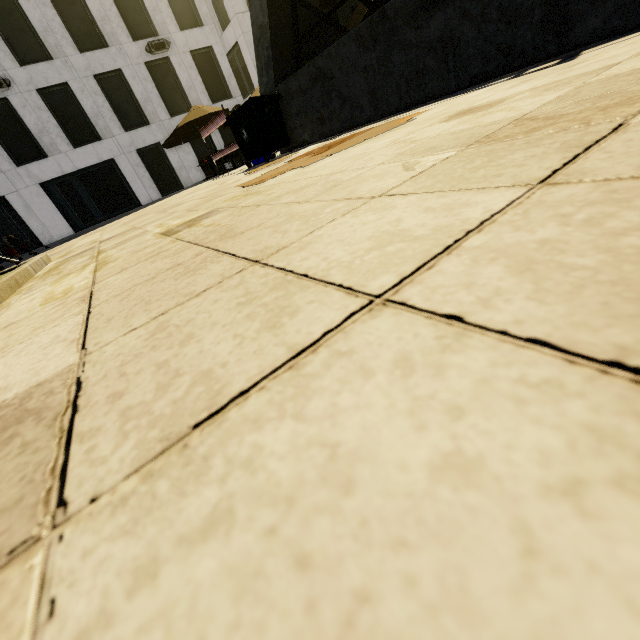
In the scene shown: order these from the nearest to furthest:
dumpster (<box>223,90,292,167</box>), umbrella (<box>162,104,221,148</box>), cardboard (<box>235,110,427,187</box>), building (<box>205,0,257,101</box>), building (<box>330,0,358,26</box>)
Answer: → cardboard (<box>235,110,427,187</box>) → dumpster (<box>223,90,292,167</box>) → umbrella (<box>162,104,221,148</box>) → building (<box>205,0,257,101</box>) → building (<box>330,0,358,26</box>)

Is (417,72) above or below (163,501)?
above

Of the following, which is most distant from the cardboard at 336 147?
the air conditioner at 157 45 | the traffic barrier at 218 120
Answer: the air conditioner at 157 45

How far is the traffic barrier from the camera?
9.1 meters

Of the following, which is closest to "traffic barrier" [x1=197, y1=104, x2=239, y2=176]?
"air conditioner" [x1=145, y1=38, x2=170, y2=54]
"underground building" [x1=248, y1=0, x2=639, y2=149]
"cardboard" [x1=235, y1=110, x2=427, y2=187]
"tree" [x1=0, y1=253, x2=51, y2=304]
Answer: "underground building" [x1=248, y1=0, x2=639, y2=149]

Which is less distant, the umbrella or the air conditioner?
the umbrella

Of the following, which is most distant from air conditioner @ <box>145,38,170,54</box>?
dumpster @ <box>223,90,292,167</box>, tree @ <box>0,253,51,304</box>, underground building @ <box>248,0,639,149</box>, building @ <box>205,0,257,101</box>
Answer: tree @ <box>0,253,51,304</box>

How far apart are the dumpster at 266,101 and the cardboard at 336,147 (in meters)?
3.20
